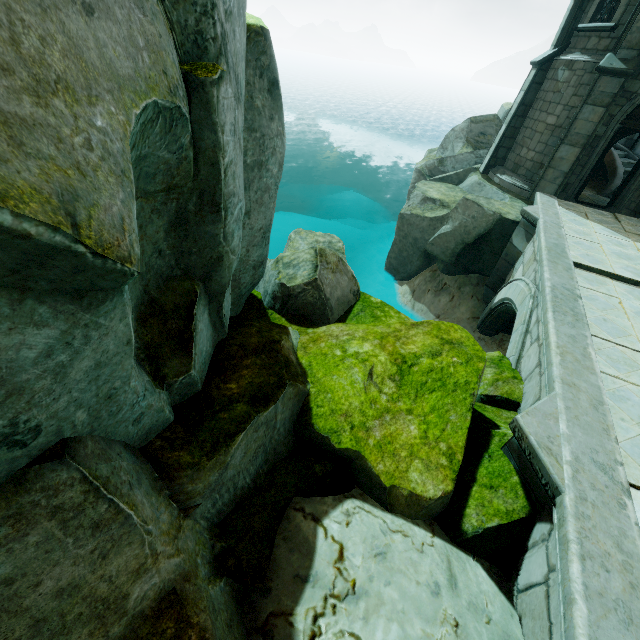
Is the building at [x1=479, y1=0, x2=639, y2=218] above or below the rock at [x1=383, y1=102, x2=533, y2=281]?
→ above

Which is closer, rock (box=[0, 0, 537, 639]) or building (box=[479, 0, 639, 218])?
rock (box=[0, 0, 537, 639])

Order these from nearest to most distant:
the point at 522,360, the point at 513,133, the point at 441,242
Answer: the point at 522,360 < the point at 441,242 < the point at 513,133

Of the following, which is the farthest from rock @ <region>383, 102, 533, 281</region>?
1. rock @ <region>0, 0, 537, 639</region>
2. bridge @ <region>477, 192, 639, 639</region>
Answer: rock @ <region>0, 0, 537, 639</region>

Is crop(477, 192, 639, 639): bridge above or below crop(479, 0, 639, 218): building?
below

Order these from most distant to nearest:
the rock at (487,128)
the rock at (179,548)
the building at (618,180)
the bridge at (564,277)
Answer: the rock at (487,128)
the building at (618,180)
the bridge at (564,277)
the rock at (179,548)

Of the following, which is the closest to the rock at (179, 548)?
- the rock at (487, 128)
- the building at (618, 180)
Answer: the rock at (487, 128)

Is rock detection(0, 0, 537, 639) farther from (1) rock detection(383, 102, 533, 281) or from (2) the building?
(2) the building
